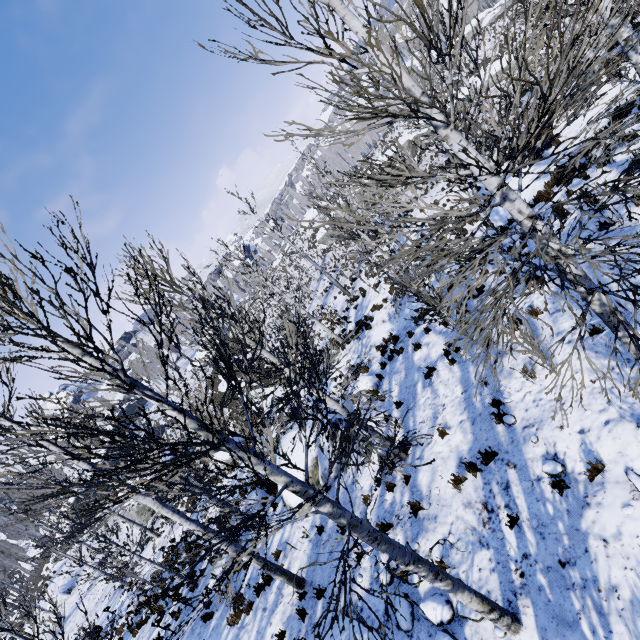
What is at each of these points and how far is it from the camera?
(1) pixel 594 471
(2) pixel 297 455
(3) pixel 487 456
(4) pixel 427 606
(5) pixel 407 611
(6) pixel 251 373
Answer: (1) instancedfoliageactor, 4.6 meters
(2) rock, 11.2 meters
(3) instancedfoliageactor, 6.1 meters
(4) rock, 5.2 meters
(5) rock, 5.5 meters
(6) instancedfoliageactor, 3.6 meters

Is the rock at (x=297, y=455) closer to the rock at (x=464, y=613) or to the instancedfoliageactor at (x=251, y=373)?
the rock at (x=464, y=613)

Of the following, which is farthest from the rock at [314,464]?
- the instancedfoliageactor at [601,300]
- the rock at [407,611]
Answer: the instancedfoliageactor at [601,300]

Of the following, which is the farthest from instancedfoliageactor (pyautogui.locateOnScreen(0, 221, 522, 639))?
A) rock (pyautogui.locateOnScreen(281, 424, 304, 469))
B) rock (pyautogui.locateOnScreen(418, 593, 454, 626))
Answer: rock (pyautogui.locateOnScreen(418, 593, 454, 626))

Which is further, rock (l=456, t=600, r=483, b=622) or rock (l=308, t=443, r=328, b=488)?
rock (l=308, t=443, r=328, b=488)

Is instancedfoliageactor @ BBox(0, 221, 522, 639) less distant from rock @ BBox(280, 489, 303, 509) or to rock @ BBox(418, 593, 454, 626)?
rock @ BBox(280, 489, 303, 509)

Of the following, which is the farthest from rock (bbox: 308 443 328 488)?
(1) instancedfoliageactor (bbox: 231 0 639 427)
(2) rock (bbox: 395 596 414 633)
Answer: (1) instancedfoliageactor (bbox: 231 0 639 427)

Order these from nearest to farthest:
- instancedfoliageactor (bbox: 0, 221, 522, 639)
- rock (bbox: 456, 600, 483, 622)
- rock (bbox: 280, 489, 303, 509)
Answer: instancedfoliageactor (bbox: 0, 221, 522, 639), rock (bbox: 456, 600, 483, 622), rock (bbox: 280, 489, 303, 509)
